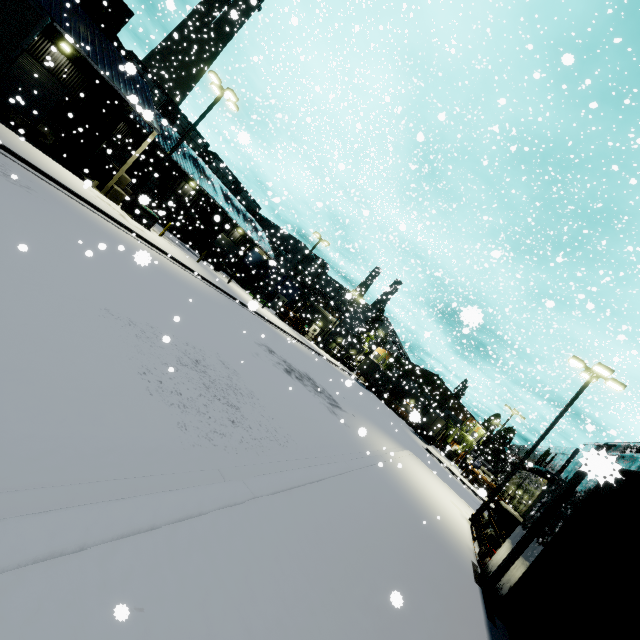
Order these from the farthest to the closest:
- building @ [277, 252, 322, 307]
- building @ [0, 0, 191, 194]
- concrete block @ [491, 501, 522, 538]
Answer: building @ [277, 252, 322, 307] < building @ [0, 0, 191, 194] < concrete block @ [491, 501, 522, 538]

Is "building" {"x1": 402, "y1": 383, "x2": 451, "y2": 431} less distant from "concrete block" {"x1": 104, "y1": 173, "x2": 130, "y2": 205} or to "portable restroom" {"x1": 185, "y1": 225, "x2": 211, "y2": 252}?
"concrete block" {"x1": 104, "y1": 173, "x2": 130, "y2": 205}

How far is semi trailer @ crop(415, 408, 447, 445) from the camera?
43.28m

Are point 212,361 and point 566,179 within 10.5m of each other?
no

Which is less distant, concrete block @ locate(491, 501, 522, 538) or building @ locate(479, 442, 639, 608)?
building @ locate(479, 442, 639, 608)

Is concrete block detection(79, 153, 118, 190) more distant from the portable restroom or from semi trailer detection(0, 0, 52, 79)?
the portable restroom

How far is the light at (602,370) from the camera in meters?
15.4 m

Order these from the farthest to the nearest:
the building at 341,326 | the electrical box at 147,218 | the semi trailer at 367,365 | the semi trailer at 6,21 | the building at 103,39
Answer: the semi trailer at 367,365, the building at 341,326, the electrical box at 147,218, the building at 103,39, the semi trailer at 6,21
